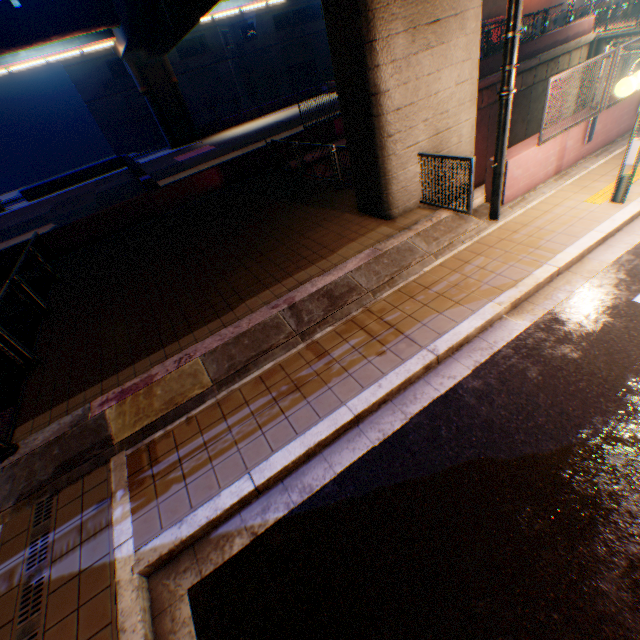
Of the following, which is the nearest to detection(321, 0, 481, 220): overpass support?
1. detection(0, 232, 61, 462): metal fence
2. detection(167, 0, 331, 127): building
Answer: detection(0, 232, 61, 462): metal fence

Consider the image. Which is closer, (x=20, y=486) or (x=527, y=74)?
(x=20, y=486)

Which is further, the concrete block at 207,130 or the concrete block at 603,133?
the concrete block at 207,130

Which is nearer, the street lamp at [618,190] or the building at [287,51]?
the street lamp at [618,190]

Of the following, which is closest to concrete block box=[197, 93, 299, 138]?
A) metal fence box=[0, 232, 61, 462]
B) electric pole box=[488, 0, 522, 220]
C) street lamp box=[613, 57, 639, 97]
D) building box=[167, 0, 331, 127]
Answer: metal fence box=[0, 232, 61, 462]

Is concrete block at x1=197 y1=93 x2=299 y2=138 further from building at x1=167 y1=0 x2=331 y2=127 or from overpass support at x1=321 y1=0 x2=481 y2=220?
building at x1=167 y1=0 x2=331 y2=127

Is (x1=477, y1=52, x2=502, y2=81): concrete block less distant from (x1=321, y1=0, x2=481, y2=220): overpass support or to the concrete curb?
(x1=321, y1=0, x2=481, y2=220): overpass support

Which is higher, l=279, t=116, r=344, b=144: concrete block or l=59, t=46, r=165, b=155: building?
l=59, t=46, r=165, b=155: building
